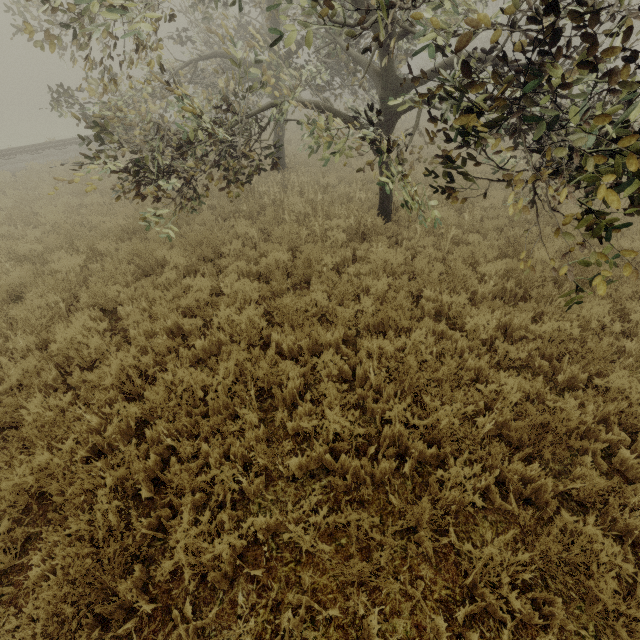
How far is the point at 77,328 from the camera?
5.1 meters
